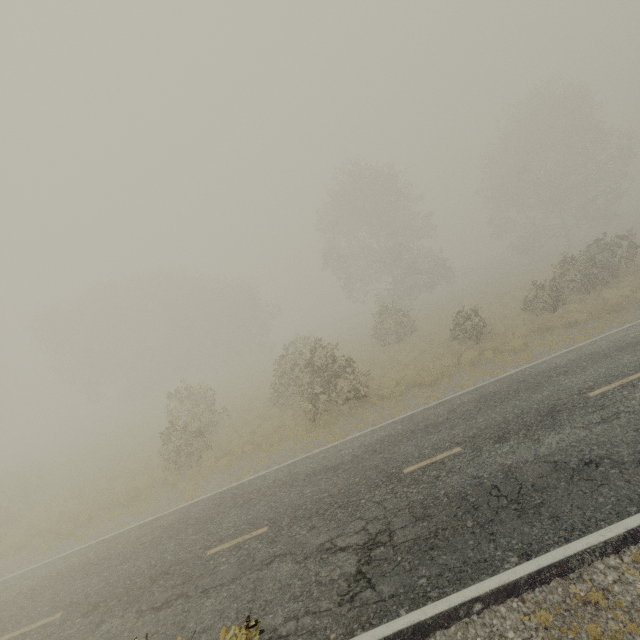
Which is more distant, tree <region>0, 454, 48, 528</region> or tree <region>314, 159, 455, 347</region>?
tree <region>314, 159, 455, 347</region>

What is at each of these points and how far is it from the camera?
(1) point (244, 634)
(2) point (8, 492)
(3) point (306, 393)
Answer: (1) tree, 4.4m
(2) tree, 20.5m
(3) tree, 15.5m

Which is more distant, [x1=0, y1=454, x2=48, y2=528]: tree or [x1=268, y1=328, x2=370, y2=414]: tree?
[x1=0, y1=454, x2=48, y2=528]: tree

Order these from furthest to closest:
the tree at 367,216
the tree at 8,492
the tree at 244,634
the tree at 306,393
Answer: the tree at 367,216 → the tree at 8,492 → the tree at 306,393 → the tree at 244,634

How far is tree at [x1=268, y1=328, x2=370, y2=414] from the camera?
15.6 meters

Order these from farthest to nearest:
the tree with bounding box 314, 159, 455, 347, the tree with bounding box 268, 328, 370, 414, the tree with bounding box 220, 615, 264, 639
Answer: the tree with bounding box 314, 159, 455, 347
the tree with bounding box 268, 328, 370, 414
the tree with bounding box 220, 615, 264, 639

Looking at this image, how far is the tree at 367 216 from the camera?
31.05m
